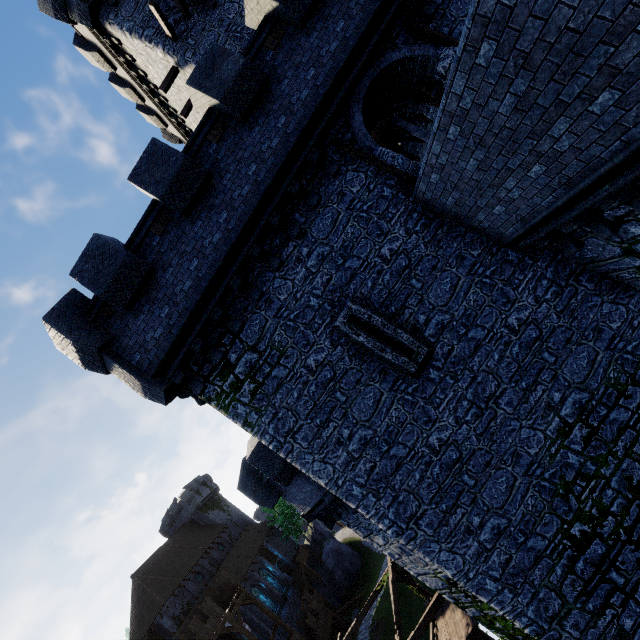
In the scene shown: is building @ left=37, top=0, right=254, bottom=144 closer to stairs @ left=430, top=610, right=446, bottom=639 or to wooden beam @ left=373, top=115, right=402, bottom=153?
wooden beam @ left=373, top=115, right=402, bottom=153

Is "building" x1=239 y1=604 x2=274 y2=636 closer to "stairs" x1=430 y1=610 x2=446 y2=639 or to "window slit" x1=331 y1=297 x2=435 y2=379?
"stairs" x1=430 y1=610 x2=446 y2=639

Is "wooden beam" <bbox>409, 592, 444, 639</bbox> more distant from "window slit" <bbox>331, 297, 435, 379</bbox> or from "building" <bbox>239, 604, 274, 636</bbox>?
"building" <bbox>239, 604, 274, 636</bbox>

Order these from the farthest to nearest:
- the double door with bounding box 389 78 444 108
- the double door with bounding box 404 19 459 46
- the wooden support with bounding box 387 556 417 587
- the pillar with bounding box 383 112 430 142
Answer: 1. the wooden support with bounding box 387 556 417 587
2. the pillar with bounding box 383 112 430 142
3. the double door with bounding box 389 78 444 108
4. the double door with bounding box 404 19 459 46

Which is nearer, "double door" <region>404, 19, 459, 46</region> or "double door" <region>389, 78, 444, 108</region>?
"double door" <region>404, 19, 459, 46</region>

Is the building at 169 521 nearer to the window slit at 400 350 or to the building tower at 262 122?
the building tower at 262 122

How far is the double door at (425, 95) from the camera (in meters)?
9.34

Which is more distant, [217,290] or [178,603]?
[178,603]
